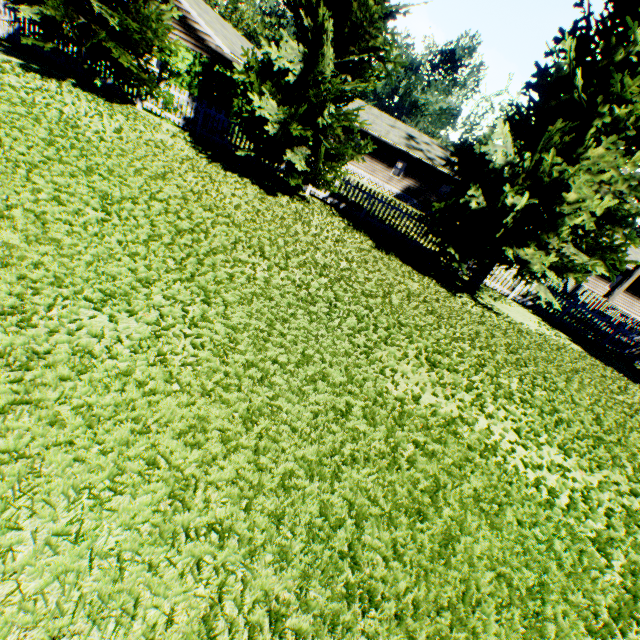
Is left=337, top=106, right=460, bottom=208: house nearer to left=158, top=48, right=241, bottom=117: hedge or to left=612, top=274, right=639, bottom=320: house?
left=158, top=48, right=241, bottom=117: hedge

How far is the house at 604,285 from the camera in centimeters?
3004cm

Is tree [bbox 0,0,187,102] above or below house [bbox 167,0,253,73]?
below

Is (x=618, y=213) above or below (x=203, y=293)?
above

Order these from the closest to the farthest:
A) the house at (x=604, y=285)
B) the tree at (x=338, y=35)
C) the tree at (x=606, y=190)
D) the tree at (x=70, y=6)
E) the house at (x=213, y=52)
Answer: the tree at (x=606, y=190), the tree at (x=338, y=35), the tree at (x=70, y=6), the house at (x=213, y=52), the house at (x=604, y=285)

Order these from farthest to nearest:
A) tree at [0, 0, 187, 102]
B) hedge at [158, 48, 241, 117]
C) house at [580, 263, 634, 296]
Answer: house at [580, 263, 634, 296] < hedge at [158, 48, 241, 117] < tree at [0, 0, 187, 102]

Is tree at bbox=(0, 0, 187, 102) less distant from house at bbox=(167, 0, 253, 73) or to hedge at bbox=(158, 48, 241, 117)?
hedge at bbox=(158, 48, 241, 117)

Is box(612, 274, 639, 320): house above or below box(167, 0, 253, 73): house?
below
